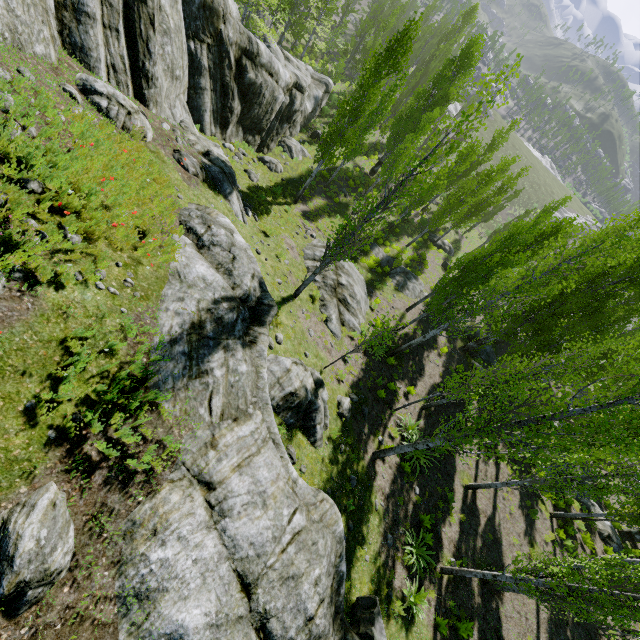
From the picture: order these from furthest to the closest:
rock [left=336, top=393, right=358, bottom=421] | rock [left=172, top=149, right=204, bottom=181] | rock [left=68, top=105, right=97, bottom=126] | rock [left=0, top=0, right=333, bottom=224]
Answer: rock [left=336, top=393, right=358, bottom=421] < rock [left=172, top=149, right=204, bottom=181] < rock [left=0, top=0, right=333, bottom=224] < rock [left=68, top=105, right=97, bottom=126]

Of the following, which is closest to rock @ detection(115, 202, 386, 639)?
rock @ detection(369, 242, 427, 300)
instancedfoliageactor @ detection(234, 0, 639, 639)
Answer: instancedfoliageactor @ detection(234, 0, 639, 639)

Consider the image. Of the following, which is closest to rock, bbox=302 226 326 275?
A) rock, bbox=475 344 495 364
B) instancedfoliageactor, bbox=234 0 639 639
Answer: instancedfoliageactor, bbox=234 0 639 639

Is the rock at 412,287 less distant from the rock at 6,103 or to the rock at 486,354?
the rock at 486,354

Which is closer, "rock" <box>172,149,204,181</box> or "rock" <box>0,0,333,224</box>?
"rock" <box>0,0,333,224</box>

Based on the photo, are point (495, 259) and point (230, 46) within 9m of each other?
no

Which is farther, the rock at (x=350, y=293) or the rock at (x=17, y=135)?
the rock at (x=350, y=293)

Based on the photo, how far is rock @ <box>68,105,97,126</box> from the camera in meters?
6.8
